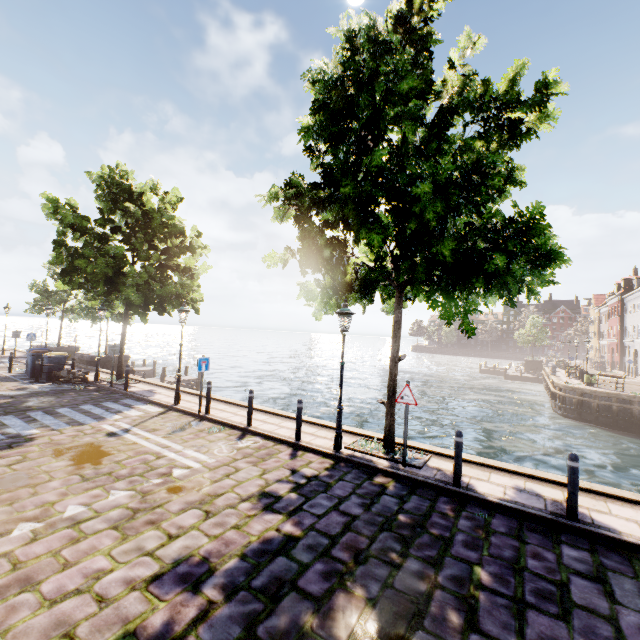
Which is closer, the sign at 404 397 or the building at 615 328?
the sign at 404 397

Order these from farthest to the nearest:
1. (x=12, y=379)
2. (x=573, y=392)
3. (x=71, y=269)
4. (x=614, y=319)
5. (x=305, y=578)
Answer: (x=614, y=319)
(x=573, y=392)
(x=12, y=379)
(x=71, y=269)
(x=305, y=578)

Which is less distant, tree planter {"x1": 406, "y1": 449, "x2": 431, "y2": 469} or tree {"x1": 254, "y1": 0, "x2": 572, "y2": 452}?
tree {"x1": 254, "y1": 0, "x2": 572, "y2": 452}

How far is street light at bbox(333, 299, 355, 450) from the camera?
8.2m

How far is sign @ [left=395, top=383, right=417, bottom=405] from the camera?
7.4 meters

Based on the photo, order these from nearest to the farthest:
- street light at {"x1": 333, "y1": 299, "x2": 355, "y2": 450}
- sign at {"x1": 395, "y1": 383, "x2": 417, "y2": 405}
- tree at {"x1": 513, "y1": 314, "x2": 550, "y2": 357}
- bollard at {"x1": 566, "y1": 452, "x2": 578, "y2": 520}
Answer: bollard at {"x1": 566, "y1": 452, "x2": 578, "y2": 520}, sign at {"x1": 395, "y1": 383, "x2": 417, "y2": 405}, street light at {"x1": 333, "y1": 299, "x2": 355, "y2": 450}, tree at {"x1": 513, "y1": 314, "x2": 550, "y2": 357}

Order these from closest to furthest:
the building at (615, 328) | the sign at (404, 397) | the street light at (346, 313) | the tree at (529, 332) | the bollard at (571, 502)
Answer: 1. the bollard at (571, 502)
2. the sign at (404, 397)
3. the street light at (346, 313)
4. the building at (615, 328)
5. the tree at (529, 332)

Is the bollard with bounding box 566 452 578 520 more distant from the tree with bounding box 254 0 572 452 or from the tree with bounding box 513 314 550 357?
the tree with bounding box 513 314 550 357
